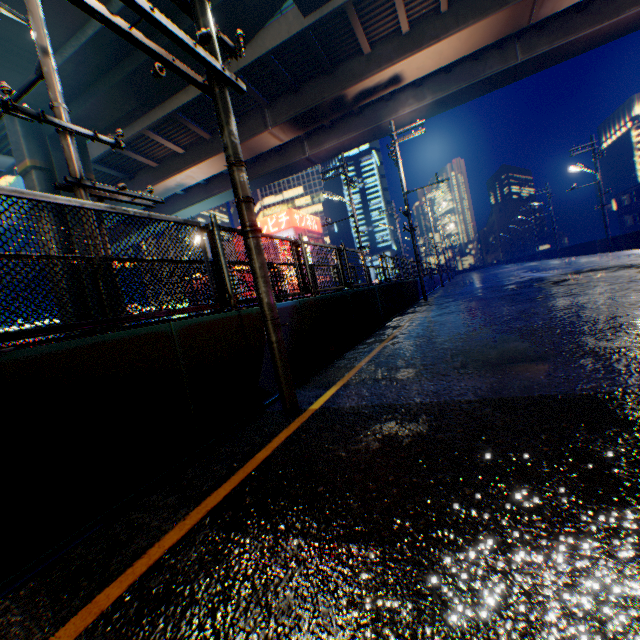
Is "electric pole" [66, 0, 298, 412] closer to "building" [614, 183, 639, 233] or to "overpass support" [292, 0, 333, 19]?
"overpass support" [292, 0, 333, 19]

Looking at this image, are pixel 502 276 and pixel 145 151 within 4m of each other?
no

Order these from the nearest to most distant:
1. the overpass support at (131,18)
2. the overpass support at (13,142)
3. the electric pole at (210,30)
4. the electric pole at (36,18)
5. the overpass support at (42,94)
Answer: the electric pole at (210,30), the electric pole at (36,18), the overpass support at (131,18), the overpass support at (42,94), the overpass support at (13,142)

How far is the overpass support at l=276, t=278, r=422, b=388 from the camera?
5.4m

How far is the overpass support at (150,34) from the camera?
12.8m

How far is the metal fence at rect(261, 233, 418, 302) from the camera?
6.1 meters

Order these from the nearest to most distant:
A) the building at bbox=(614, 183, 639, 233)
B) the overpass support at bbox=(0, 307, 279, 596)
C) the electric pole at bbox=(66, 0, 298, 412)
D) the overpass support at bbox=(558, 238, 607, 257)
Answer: the overpass support at bbox=(0, 307, 279, 596), the electric pole at bbox=(66, 0, 298, 412), the overpass support at bbox=(558, 238, 607, 257), the building at bbox=(614, 183, 639, 233)
